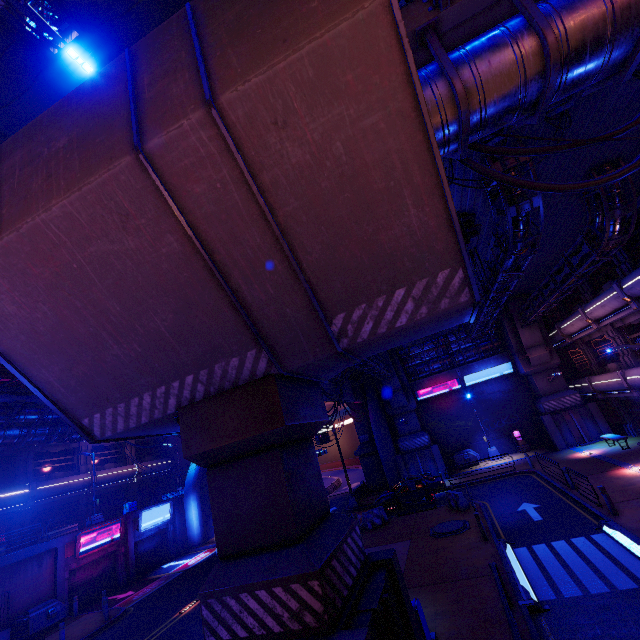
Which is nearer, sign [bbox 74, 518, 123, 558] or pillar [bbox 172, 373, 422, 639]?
pillar [bbox 172, 373, 422, 639]

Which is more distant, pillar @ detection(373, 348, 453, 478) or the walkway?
pillar @ detection(373, 348, 453, 478)

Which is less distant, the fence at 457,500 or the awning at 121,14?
the awning at 121,14

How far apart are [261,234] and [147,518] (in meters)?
32.41

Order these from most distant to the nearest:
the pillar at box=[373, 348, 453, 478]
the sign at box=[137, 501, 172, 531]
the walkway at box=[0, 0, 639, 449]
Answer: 1. the pillar at box=[373, 348, 453, 478]
2. the sign at box=[137, 501, 172, 531]
3. the walkway at box=[0, 0, 639, 449]

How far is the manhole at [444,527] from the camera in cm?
1554

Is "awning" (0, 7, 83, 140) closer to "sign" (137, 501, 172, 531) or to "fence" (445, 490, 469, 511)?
"fence" (445, 490, 469, 511)

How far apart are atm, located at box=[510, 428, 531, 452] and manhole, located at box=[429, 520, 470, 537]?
15.74m
